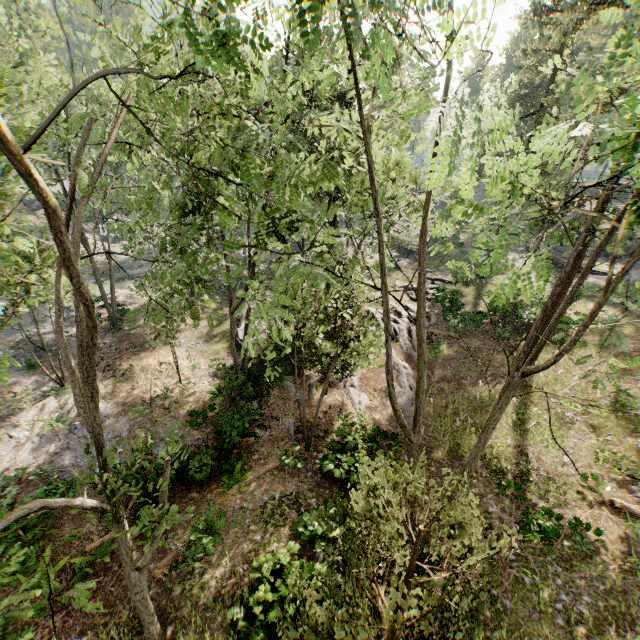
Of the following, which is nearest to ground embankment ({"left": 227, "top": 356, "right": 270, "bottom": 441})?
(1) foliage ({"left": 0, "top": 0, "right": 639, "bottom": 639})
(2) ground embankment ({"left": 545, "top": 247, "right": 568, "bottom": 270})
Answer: (1) foliage ({"left": 0, "top": 0, "right": 639, "bottom": 639})

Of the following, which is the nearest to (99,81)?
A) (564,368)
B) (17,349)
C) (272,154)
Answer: (272,154)

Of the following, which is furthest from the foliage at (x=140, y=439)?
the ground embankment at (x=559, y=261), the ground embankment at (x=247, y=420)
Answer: the ground embankment at (x=559, y=261)

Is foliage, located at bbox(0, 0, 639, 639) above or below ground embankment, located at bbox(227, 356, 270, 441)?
above

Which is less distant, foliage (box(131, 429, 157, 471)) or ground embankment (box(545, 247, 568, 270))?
foliage (box(131, 429, 157, 471))
